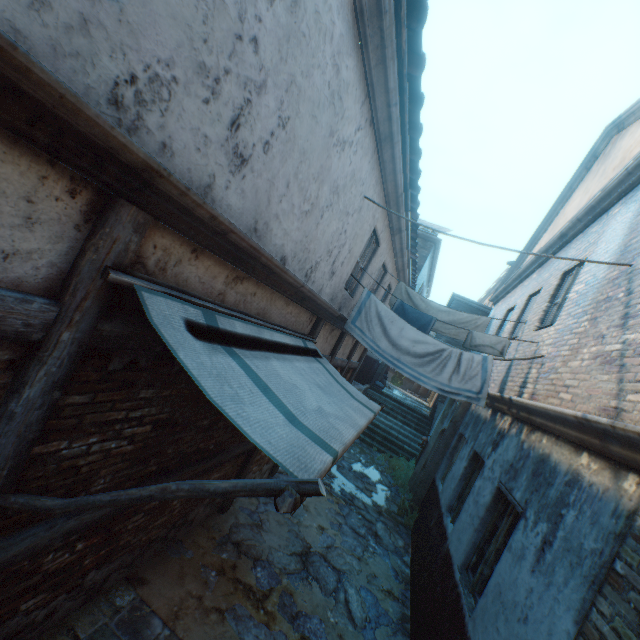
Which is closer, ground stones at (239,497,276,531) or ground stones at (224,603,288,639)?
ground stones at (224,603,288,639)

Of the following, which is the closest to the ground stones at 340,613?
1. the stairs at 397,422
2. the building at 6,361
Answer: the stairs at 397,422

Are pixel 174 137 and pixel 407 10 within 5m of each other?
yes

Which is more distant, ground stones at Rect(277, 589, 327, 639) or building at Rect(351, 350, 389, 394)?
building at Rect(351, 350, 389, 394)

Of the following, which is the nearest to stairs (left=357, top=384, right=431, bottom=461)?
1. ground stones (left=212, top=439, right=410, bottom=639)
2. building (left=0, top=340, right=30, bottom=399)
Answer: ground stones (left=212, top=439, right=410, bottom=639)

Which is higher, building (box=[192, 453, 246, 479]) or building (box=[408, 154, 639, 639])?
building (box=[408, 154, 639, 639])

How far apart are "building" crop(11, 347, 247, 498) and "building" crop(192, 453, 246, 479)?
0.2 meters

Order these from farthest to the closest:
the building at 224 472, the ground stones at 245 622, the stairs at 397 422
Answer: the stairs at 397 422 → the building at 224 472 → the ground stones at 245 622
